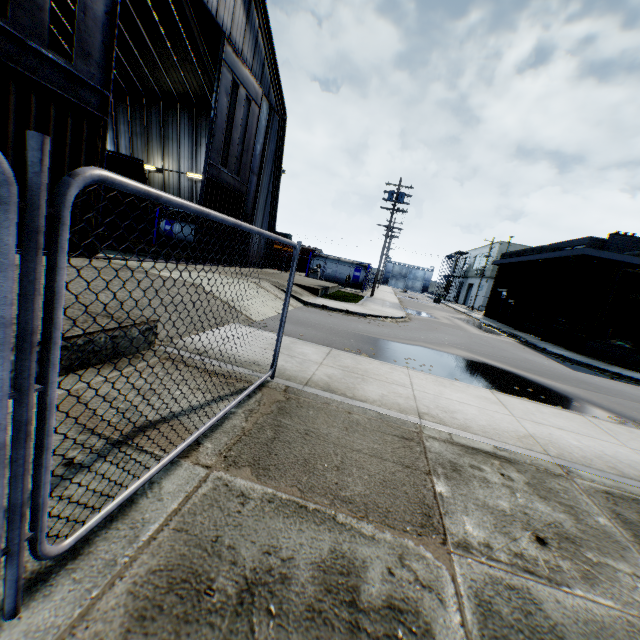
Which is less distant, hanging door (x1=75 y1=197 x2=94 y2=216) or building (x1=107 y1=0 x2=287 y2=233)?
hanging door (x1=75 y1=197 x2=94 y2=216)

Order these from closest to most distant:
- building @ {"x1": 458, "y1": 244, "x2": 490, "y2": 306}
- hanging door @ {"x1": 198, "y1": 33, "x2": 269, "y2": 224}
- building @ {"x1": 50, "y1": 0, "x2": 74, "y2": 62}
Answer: hanging door @ {"x1": 198, "y1": 33, "x2": 269, "y2": 224}
building @ {"x1": 50, "y1": 0, "x2": 74, "y2": 62}
building @ {"x1": 458, "y1": 244, "x2": 490, "y2": 306}

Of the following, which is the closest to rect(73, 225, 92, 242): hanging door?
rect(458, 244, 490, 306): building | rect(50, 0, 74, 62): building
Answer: rect(50, 0, 74, 62): building

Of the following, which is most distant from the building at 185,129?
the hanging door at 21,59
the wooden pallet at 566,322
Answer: the wooden pallet at 566,322

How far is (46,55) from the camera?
8.12m

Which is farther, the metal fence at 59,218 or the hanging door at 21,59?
the hanging door at 21,59

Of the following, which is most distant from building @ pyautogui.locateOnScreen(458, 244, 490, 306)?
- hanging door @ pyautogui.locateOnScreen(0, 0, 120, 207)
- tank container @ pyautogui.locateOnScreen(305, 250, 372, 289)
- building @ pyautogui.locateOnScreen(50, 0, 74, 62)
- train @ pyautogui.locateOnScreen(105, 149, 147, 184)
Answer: train @ pyautogui.locateOnScreen(105, 149, 147, 184)
